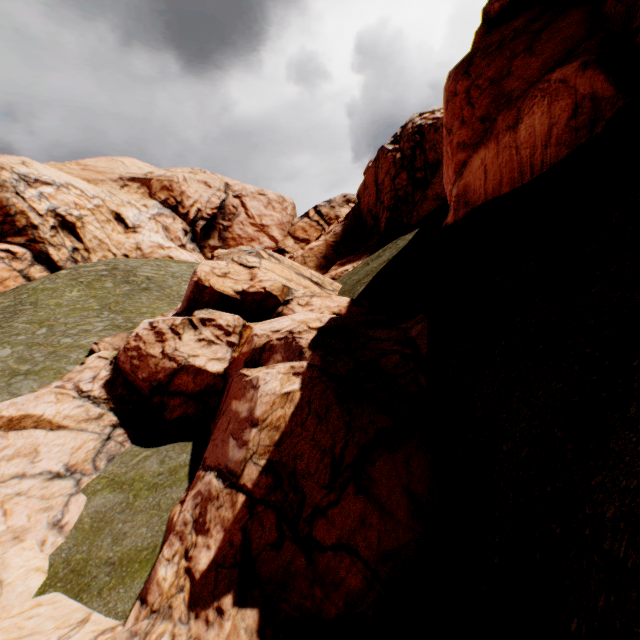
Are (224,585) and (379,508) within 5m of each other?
yes
